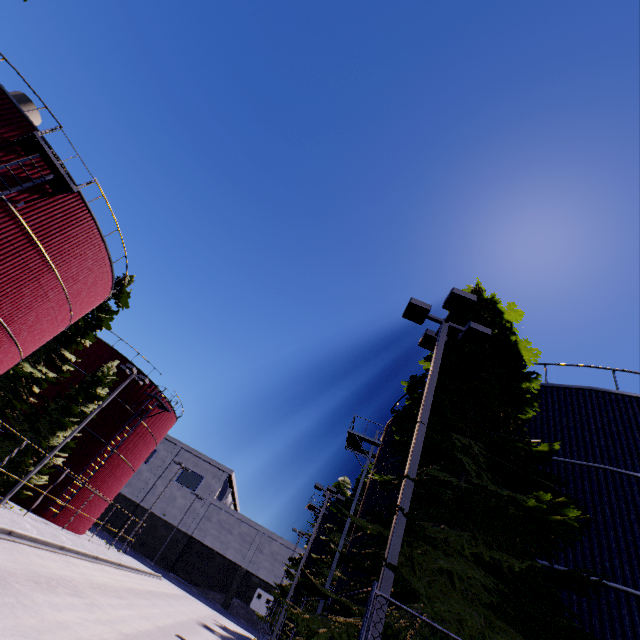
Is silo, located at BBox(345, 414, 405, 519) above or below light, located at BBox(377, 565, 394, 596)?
above

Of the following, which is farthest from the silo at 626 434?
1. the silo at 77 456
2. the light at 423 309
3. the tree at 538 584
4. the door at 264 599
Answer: the door at 264 599

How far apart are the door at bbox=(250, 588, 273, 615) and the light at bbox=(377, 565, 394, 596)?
58.9m

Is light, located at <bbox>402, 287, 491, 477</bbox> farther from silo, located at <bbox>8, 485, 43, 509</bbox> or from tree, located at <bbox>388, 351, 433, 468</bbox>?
silo, located at <bbox>8, 485, 43, 509</bbox>

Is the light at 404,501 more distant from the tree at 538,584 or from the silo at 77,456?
the silo at 77,456

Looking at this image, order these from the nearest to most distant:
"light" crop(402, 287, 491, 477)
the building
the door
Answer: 1. "light" crop(402, 287, 491, 477)
2. the building
3. the door

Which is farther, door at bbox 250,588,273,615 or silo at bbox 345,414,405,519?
door at bbox 250,588,273,615

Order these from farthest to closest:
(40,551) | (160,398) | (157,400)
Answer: (157,400) → (160,398) → (40,551)
